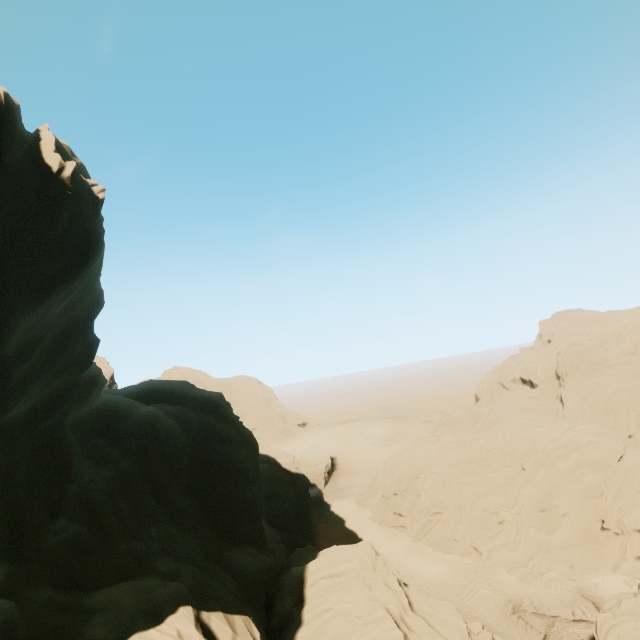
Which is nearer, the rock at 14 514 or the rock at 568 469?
the rock at 14 514

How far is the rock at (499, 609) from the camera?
31.6 meters

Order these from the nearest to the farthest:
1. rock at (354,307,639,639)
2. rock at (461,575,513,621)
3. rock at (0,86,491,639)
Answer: rock at (0,86,491,639) < rock at (461,575,513,621) < rock at (354,307,639,639)

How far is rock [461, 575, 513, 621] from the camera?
31.56m

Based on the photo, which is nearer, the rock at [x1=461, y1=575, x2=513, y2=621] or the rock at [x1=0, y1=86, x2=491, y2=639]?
the rock at [x1=0, y1=86, x2=491, y2=639]

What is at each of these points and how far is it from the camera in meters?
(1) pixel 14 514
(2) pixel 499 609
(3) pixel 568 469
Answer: (1) rock, 15.5 m
(2) rock, 31.8 m
(3) rock, 38.3 m
